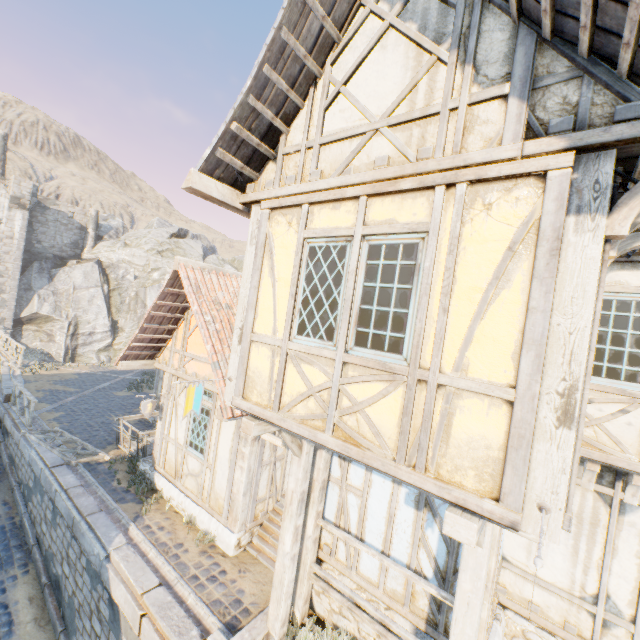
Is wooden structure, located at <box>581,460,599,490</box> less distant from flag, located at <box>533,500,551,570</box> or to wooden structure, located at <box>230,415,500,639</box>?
wooden structure, located at <box>230,415,500,639</box>

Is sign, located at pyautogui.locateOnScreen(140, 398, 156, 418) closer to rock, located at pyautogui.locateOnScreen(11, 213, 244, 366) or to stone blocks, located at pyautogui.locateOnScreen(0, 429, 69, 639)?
stone blocks, located at pyautogui.locateOnScreen(0, 429, 69, 639)

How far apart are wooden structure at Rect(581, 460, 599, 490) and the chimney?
46.8 meters

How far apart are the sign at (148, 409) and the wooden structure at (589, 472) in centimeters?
963cm

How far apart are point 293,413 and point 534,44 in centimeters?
430cm

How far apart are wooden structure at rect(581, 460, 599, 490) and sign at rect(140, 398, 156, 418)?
9.63m

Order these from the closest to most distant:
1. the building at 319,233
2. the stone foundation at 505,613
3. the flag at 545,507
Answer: the flag at 545,507 < the building at 319,233 < the stone foundation at 505,613

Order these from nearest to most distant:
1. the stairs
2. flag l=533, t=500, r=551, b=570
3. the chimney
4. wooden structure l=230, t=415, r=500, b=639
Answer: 1. flag l=533, t=500, r=551, b=570
2. wooden structure l=230, t=415, r=500, b=639
3. the stairs
4. the chimney
